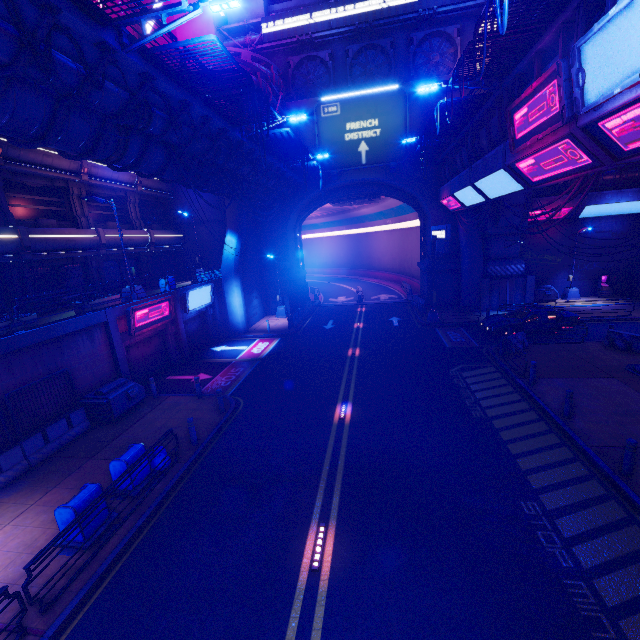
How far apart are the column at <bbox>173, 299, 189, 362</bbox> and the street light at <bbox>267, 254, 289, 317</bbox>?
9.8m

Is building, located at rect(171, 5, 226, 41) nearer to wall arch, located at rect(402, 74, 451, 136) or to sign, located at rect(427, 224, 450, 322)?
wall arch, located at rect(402, 74, 451, 136)

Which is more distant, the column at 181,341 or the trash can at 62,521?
the column at 181,341

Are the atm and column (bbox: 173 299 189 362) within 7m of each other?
no

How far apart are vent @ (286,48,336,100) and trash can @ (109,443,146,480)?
30.86m

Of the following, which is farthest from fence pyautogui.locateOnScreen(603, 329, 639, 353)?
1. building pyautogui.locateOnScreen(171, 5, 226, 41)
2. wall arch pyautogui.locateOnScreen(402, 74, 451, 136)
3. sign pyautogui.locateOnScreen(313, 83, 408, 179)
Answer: building pyautogui.locateOnScreen(171, 5, 226, 41)

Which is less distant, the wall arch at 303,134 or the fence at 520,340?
the fence at 520,340

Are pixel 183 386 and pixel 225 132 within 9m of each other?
no
